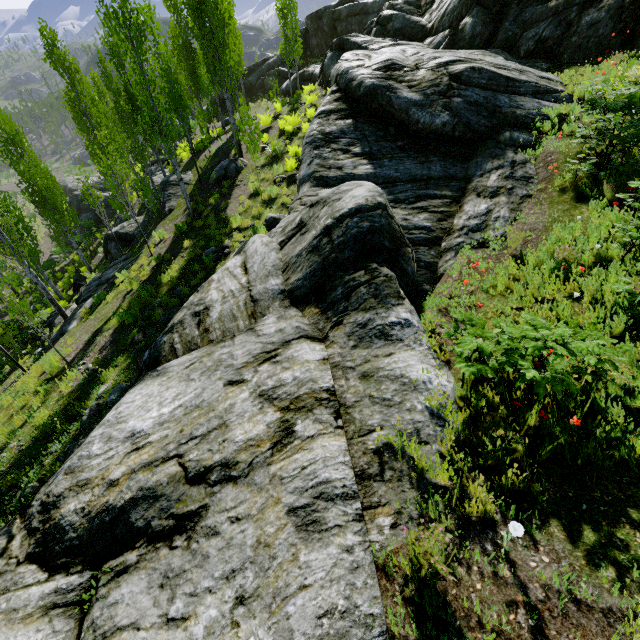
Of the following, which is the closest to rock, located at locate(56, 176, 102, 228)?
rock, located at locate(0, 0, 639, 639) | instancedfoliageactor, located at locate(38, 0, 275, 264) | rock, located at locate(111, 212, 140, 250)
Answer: instancedfoliageactor, located at locate(38, 0, 275, 264)

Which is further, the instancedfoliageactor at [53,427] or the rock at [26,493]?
the instancedfoliageactor at [53,427]

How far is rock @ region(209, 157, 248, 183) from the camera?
14.97m

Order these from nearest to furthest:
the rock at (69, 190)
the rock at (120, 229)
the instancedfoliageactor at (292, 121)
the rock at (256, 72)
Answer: the instancedfoliageactor at (292, 121) < the rock at (120, 229) < the rock at (256, 72) < the rock at (69, 190)

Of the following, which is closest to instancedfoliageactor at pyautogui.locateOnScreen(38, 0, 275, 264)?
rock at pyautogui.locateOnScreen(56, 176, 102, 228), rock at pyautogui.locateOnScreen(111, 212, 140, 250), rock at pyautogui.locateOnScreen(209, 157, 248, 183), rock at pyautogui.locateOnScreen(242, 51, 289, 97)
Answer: rock at pyautogui.locateOnScreen(111, 212, 140, 250)

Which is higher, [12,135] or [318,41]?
[318,41]

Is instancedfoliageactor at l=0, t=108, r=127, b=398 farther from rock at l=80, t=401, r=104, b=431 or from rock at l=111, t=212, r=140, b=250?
rock at l=111, t=212, r=140, b=250

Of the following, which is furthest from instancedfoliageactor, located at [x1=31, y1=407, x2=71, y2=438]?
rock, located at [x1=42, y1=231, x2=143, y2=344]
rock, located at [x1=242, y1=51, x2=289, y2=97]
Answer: rock, located at [x1=242, y1=51, x2=289, y2=97]
